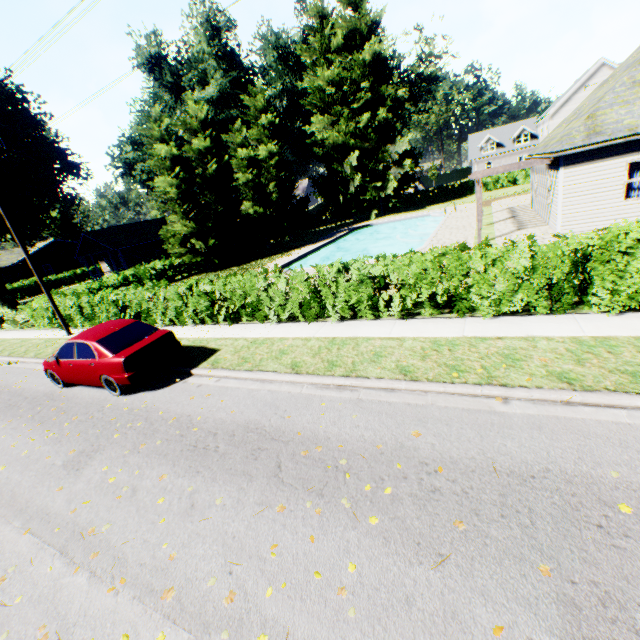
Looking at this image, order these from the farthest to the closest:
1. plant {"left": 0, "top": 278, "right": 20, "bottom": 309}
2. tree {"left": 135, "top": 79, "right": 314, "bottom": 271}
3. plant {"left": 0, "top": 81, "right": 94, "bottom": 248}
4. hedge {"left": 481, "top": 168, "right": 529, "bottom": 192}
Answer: hedge {"left": 481, "top": 168, "right": 529, "bottom": 192}
plant {"left": 0, "top": 278, "right": 20, "bottom": 309}
plant {"left": 0, "top": 81, "right": 94, "bottom": 248}
tree {"left": 135, "top": 79, "right": 314, "bottom": 271}

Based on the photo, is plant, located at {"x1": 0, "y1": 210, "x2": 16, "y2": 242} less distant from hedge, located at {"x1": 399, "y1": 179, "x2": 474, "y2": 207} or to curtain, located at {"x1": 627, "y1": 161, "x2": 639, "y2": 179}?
hedge, located at {"x1": 399, "y1": 179, "x2": 474, "y2": 207}

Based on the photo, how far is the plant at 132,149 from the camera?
41.6 meters

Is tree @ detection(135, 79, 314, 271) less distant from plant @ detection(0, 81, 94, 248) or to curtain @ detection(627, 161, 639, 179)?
plant @ detection(0, 81, 94, 248)

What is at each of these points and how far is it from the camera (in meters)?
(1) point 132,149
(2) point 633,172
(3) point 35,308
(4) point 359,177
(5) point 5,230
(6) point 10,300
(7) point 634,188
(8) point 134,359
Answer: (1) plant, 42.50
(2) curtain, 12.81
(3) hedge, 18.38
(4) plant, 37.28
(5) plant, 26.62
(6) plant, 33.25
(7) curtain, 13.00
(8) car, 8.21

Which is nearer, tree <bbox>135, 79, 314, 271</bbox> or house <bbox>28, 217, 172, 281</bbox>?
tree <bbox>135, 79, 314, 271</bbox>

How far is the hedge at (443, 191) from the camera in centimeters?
4288cm

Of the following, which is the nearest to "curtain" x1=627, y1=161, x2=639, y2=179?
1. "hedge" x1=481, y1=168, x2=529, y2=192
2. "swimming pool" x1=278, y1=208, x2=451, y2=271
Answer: "swimming pool" x1=278, y1=208, x2=451, y2=271
